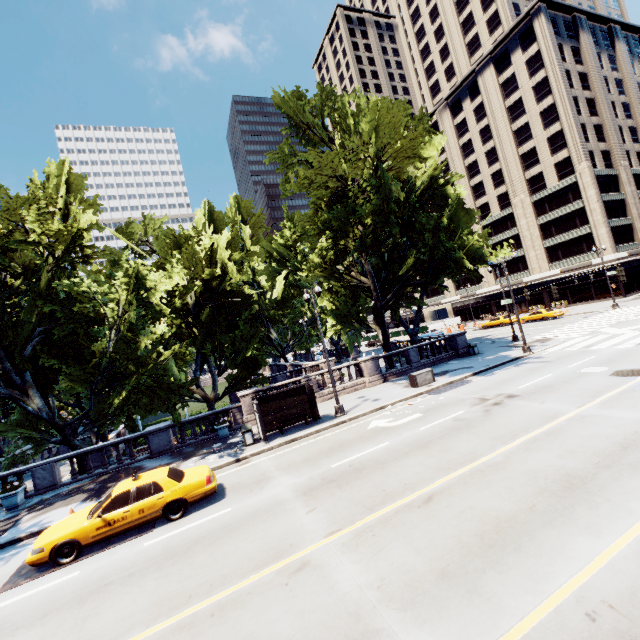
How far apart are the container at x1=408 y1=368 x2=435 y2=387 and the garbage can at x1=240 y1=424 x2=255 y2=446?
10.2m

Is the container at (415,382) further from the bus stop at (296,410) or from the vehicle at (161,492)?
the vehicle at (161,492)

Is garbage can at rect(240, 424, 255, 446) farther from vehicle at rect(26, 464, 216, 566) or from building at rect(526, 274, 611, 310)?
building at rect(526, 274, 611, 310)

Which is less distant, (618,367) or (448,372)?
(618,367)

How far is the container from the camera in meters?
20.2 m

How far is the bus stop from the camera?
16.5 meters

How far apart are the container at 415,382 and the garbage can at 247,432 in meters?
10.2 m

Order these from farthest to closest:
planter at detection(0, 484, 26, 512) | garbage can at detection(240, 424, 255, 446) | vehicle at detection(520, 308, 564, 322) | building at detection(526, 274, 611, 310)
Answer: building at detection(526, 274, 611, 310) → vehicle at detection(520, 308, 564, 322) → garbage can at detection(240, 424, 255, 446) → planter at detection(0, 484, 26, 512)
